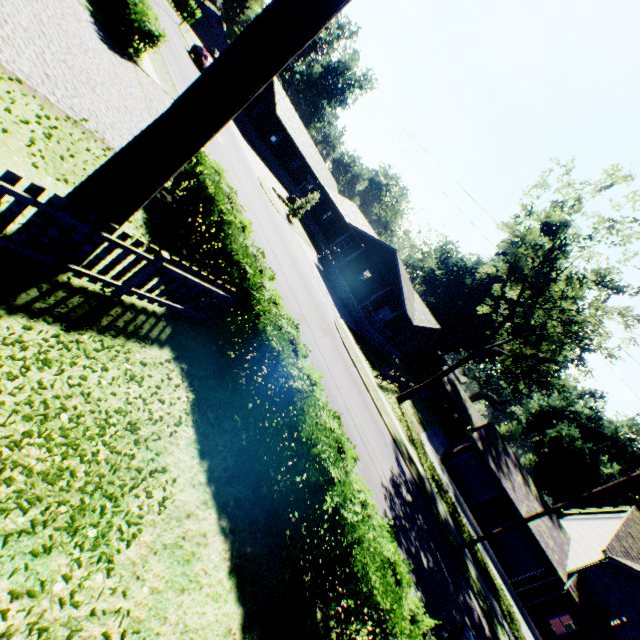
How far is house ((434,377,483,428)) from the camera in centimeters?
5562cm

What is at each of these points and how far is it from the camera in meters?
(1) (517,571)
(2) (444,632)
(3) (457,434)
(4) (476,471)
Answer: (1) garage door, 24.4
(2) car, 8.3
(3) hedge, 47.7
(4) garage door, 27.1

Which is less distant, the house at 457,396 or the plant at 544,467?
the plant at 544,467

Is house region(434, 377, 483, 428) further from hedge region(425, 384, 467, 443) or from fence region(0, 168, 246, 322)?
fence region(0, 168, 246, 322)

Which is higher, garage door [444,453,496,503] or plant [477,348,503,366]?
plant [477,348,503,366]

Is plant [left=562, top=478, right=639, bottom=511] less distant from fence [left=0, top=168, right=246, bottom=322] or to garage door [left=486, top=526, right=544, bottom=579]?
garage door [left=486, top=526, right=544, bottom=579]

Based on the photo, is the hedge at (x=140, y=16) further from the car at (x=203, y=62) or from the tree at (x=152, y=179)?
the tree at (x=152, y=179)

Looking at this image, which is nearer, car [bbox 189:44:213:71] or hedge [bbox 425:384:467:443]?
car [bbox 189:44:213:71]
